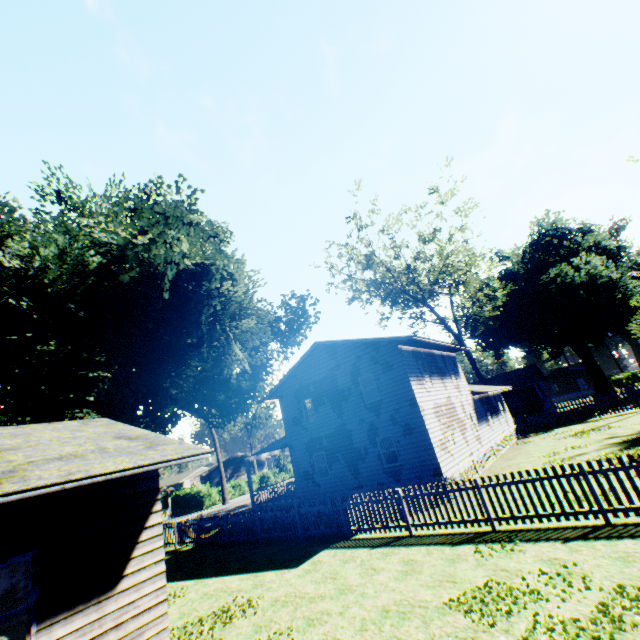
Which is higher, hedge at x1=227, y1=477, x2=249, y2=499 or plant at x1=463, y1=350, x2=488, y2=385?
plant at x1=463, y1=350, x2=488, y2=385

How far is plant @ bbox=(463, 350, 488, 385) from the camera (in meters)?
36.66

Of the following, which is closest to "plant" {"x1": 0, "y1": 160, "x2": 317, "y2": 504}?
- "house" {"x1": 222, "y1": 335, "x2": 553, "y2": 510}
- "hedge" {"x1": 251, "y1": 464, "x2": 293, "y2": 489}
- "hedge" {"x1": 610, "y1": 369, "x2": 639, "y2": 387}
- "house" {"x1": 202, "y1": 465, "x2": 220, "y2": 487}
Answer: "house" {"x1": 222, "y1": 335, "x2": 553, "y2": 510}

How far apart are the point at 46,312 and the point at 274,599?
17.6 meters

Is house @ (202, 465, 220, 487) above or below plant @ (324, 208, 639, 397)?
below

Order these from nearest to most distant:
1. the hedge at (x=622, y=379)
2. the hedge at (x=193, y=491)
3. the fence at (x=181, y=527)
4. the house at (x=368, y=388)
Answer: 1. the fence at (x=181, y=527)
2. the house at (x=368, y=388)
3. the hedge at (x=193, y=491)
4. the hedge at (x=622, y=379)

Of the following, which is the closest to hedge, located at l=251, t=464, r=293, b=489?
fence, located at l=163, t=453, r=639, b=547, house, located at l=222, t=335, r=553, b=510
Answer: fence, located at l=163, t=453, r=639, b=547

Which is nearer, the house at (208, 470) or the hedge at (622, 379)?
the hedge at (622, 379)
